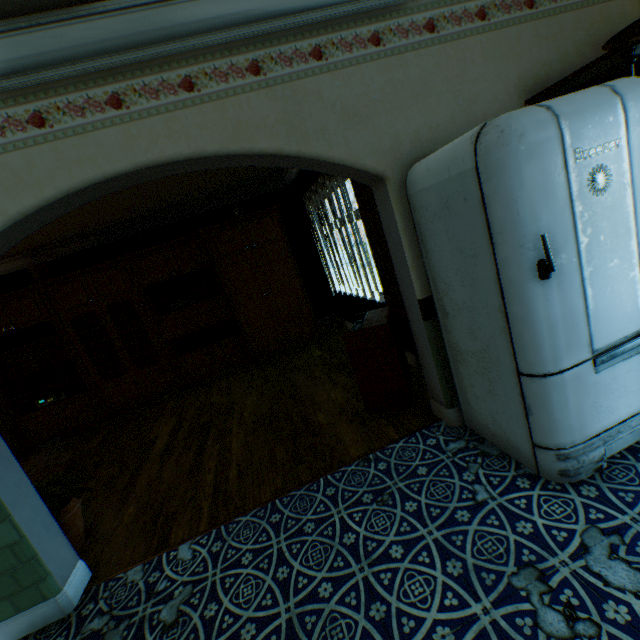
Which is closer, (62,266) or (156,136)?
(156,136)

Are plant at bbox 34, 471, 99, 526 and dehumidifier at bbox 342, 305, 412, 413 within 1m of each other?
no

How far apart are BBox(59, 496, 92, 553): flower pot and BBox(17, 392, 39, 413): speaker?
3.7m

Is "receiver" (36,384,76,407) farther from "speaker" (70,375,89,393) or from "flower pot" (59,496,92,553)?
"flower pot" (59,496,92,553)

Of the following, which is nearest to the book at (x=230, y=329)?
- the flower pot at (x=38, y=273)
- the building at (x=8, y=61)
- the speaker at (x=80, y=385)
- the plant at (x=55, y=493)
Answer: the building at (x=8, y=61)

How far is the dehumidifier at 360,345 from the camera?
3.0m

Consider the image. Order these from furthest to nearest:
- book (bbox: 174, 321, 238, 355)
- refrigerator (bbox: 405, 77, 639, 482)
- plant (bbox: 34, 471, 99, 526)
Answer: book (bbox: 174, 321, 238, 355) → plant (bbox: 34, 471, 99, 526) → refrigerator (bbox: 405, 77, 639, 482)

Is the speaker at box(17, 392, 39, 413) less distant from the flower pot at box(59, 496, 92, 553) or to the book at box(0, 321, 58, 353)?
the book at box(0, 321, 58, 353)
